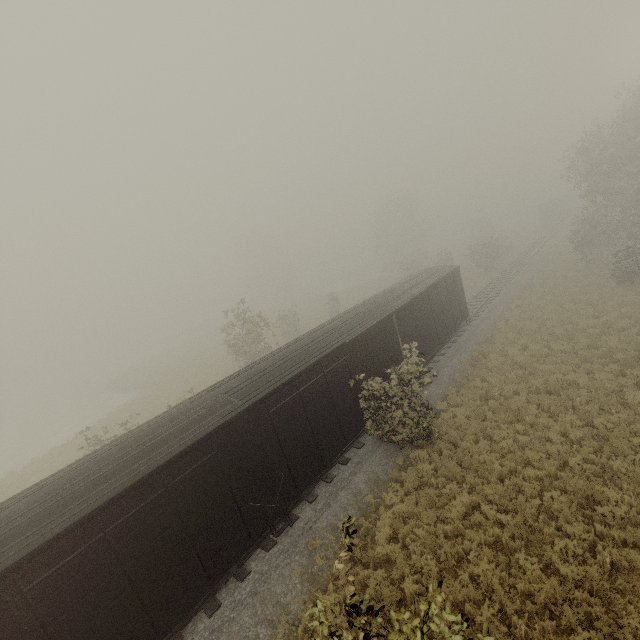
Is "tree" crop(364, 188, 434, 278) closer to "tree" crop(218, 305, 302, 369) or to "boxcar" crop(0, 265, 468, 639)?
"tree" crop(218, 305, 302, 369)

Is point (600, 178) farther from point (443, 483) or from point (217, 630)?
point (217, 630)

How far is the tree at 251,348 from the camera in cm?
2417

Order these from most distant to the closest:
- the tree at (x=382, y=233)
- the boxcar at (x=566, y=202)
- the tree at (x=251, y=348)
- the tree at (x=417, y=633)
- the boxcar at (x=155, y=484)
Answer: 1. the boxcar at (x=566, y=202)
2. the tree at (x=382, y=233)
3. the tree at (x=251, y=348)
4. the boxcar at (x=155, y=484)
5. the tree at (x=417, y=633)

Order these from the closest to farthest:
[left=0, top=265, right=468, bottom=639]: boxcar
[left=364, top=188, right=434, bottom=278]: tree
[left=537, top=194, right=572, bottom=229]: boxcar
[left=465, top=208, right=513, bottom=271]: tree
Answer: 1. [left=0, top=265, right=468, bottom=639]: boxcar
2. [left=465, top=208, right=513, bottom=271]: tree
3. [left=364, top=188, right=434, bottom=278]: tree
4. [left=537, top=194, right=572, bottom=229]: boxcar

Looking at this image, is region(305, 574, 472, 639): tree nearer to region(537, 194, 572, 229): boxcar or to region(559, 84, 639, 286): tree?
region(559, 84, 639, 286): tree

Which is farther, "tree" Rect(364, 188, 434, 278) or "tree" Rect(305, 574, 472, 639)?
"tree" Rect(364, 188, 434, 278)

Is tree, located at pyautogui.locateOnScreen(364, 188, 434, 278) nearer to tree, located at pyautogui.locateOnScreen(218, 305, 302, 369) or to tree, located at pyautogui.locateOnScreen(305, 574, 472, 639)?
tree, located at pyautogui.locateOnScreen(218, 305, 302, 369)
